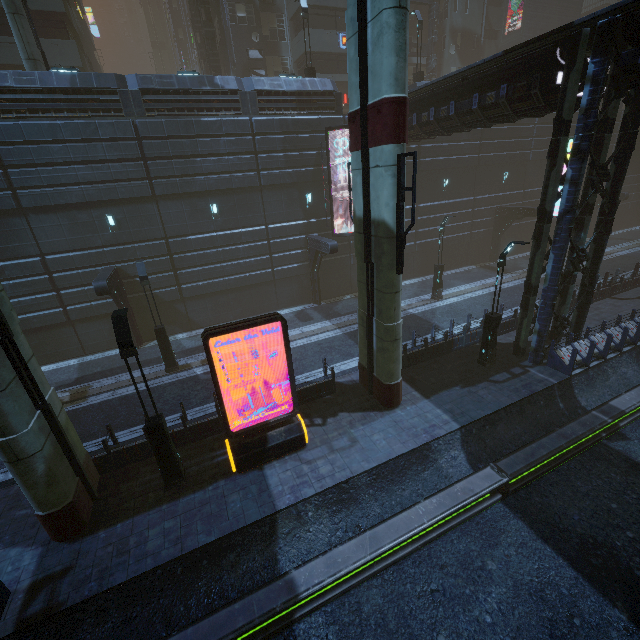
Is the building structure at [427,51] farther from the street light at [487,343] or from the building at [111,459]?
the street light at [487,343]

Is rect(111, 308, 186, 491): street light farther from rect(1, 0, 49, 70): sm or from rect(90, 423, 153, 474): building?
rect(1, 0, 49, 70): sm

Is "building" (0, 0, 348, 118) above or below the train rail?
above

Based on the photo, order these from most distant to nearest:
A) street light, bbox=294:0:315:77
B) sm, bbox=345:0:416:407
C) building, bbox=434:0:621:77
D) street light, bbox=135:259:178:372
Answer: building, bbox=434:0:621:77, street light, bbox=294:0:315:77, street light, bbox=135:259:178:372, sm, bbox=345:0:416:407

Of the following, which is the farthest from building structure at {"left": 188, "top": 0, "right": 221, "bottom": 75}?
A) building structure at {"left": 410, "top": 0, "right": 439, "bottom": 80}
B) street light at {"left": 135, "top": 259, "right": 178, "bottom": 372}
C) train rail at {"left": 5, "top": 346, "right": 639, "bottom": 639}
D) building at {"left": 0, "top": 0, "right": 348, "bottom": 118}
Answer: train rail at {"left": 5, "top": 346, "right": 639, "bottom": 639}

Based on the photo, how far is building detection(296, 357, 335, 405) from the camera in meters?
13.1

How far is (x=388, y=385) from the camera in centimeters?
1199cm

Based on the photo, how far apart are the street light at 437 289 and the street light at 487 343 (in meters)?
7.65
